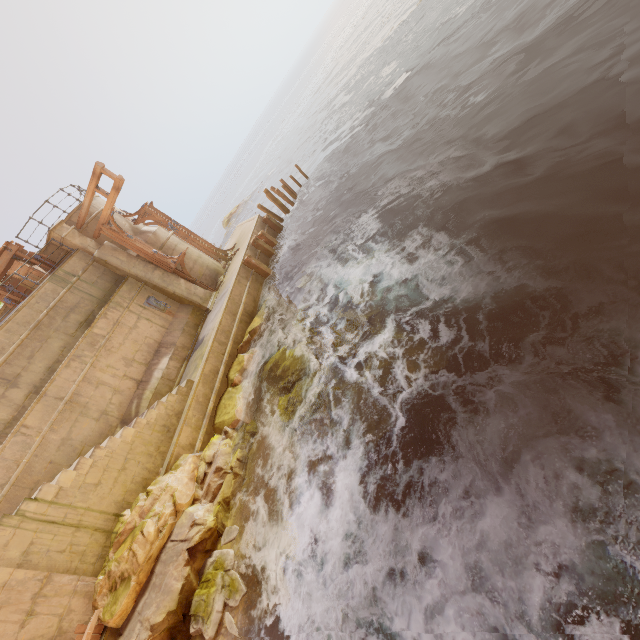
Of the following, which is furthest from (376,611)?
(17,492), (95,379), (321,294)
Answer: (95,379)

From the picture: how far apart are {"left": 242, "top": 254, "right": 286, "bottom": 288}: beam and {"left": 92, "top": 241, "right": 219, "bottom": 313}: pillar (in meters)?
1.92

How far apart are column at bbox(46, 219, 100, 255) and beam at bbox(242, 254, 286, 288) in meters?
6.1 m

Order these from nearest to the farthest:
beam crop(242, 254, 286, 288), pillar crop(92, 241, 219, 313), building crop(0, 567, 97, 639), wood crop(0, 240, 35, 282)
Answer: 1. building crop(0, 567, 97, 639)
2. wood crop(0, 240, 35, 282)
3. pillar crop(92, 241, 219, 313)
4. beam crop(242, 254, 286, 288)

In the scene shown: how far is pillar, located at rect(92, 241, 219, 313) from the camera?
14.1 meters

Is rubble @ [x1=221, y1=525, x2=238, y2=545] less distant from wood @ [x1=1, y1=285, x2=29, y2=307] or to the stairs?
the stairs

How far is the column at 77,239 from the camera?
13.3 meters

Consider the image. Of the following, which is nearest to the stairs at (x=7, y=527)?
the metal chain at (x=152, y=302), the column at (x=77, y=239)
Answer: the metal chain at (x=152, y=302)
